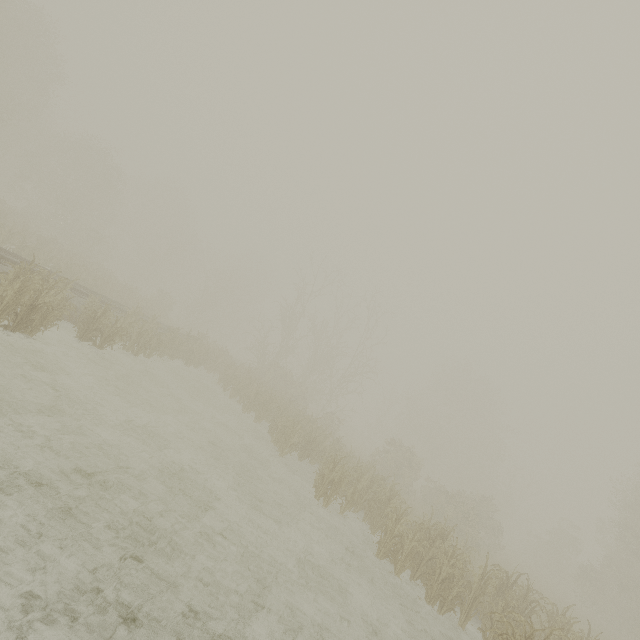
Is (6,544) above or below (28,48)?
below
